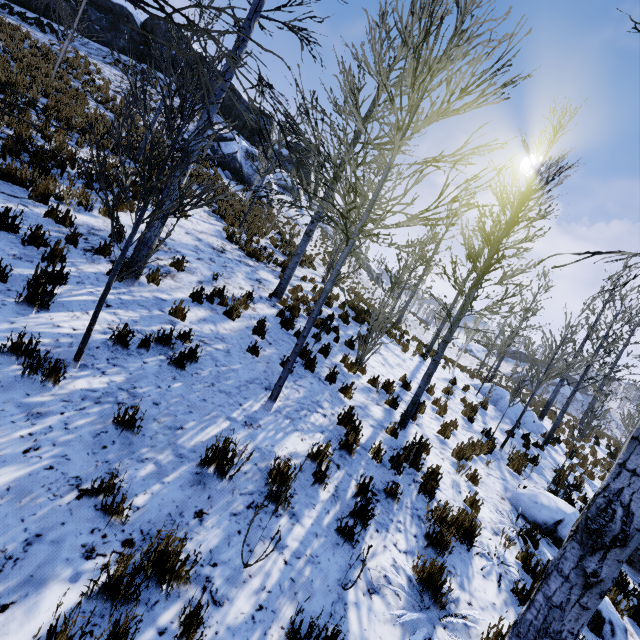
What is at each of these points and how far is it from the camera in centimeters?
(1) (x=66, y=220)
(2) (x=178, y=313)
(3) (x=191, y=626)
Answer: (1) instancedfoliageactor, 614cm
(2) instancedfoliageactor, 578cm
(3) instancedfoliageactor, 217cm

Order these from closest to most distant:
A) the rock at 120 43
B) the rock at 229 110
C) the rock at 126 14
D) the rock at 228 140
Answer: the rock at 228 140, the rock at 120 43, the rock at 126 14, the rock at 229 110

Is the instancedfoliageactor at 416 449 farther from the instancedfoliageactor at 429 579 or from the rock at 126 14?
the rock at 126 14

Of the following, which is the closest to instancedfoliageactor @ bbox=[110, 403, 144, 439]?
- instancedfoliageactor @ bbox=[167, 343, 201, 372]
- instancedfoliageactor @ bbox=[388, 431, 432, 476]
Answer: instancedfoliageactor @ bbox=[167, 343, 201, 372]

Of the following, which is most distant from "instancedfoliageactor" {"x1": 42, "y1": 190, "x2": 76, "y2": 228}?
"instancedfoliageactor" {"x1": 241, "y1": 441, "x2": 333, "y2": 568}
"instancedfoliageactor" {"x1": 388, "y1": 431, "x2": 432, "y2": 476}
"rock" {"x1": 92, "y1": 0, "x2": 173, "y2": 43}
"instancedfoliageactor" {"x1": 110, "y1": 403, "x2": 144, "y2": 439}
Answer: "rock" {"x1": 92, "y1": 0, "x2": 173, "y2": 43}

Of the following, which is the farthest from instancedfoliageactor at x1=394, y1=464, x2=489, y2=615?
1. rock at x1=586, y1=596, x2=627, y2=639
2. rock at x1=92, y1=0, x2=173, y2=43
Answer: rock at x1=92, y1=0, x2=173, y2=43

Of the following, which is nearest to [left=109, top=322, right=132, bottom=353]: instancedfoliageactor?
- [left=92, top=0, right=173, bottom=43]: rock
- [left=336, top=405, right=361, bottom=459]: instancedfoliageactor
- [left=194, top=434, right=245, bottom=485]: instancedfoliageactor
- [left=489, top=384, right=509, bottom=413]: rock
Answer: [left=194, top=434, right=245, bottom=485]: instancedfoliageactor

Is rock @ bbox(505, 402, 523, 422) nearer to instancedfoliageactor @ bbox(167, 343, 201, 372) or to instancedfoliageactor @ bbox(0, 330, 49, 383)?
instancedfoliageactor @ bbox(0, 330, 49, 383)
